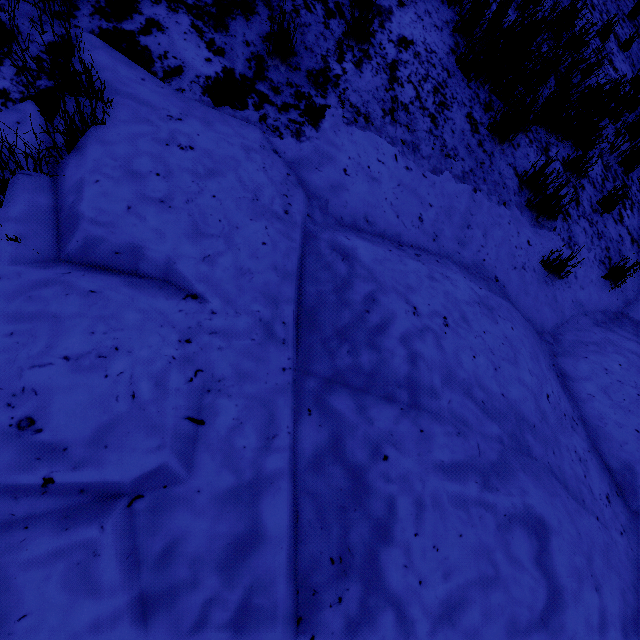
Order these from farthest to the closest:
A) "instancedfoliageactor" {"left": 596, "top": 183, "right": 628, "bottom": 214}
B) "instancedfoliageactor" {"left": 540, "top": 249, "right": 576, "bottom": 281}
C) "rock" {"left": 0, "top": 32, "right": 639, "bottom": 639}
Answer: "instancedfoliageactor" {"left": 596, "top": 183, "right": 628, "bottom": 214} → "instancedfoliageactor" {"left": 540, "top": 249, "right": 576, "bottom": 281} → "rock" {"left": 0, "top": 32, "right": 639, "bottom": 639}

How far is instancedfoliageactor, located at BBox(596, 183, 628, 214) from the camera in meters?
3.8 m

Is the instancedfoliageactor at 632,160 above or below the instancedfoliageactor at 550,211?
above

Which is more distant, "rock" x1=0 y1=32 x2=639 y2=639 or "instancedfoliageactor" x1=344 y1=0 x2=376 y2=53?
"instancedfoliageactor" x1=344 y1=0 x2=376 y2=53

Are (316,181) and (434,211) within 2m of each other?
yes

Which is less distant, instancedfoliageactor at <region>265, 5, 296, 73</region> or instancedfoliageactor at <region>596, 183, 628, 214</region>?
instancedfoliageactor at <region>265, 5, 296, 73</region>

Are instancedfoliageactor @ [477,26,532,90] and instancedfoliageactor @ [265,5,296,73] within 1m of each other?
no

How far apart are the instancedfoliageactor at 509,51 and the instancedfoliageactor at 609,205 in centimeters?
196cm
